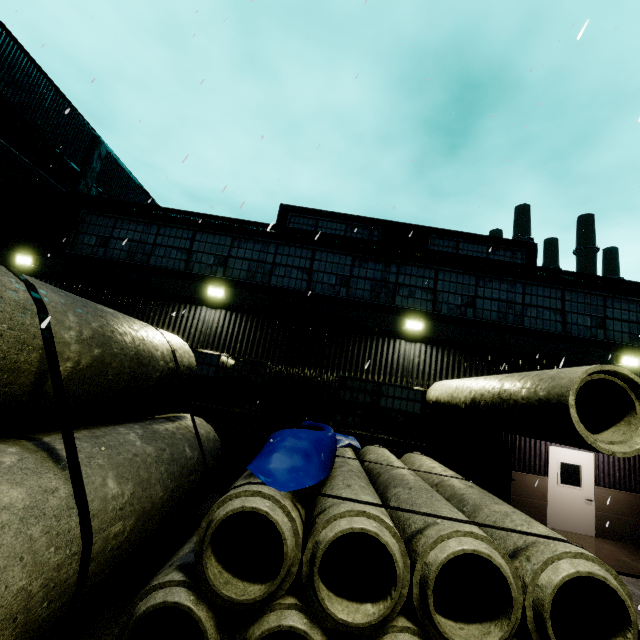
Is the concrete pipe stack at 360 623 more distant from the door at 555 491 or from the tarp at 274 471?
the door at 555 491

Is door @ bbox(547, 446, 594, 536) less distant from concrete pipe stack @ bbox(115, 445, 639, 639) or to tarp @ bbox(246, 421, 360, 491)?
concrete pipe stack @ bbox(115, 445, 639, 639)

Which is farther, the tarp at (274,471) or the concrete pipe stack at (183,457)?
the tarp at (274,471)

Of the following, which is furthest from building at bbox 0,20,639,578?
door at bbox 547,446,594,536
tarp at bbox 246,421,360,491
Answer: tarp at bbox 246,421,360,491

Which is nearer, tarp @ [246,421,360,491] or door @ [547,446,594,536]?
tarp @ [246,421,360,491]

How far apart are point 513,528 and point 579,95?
14.6 meters
